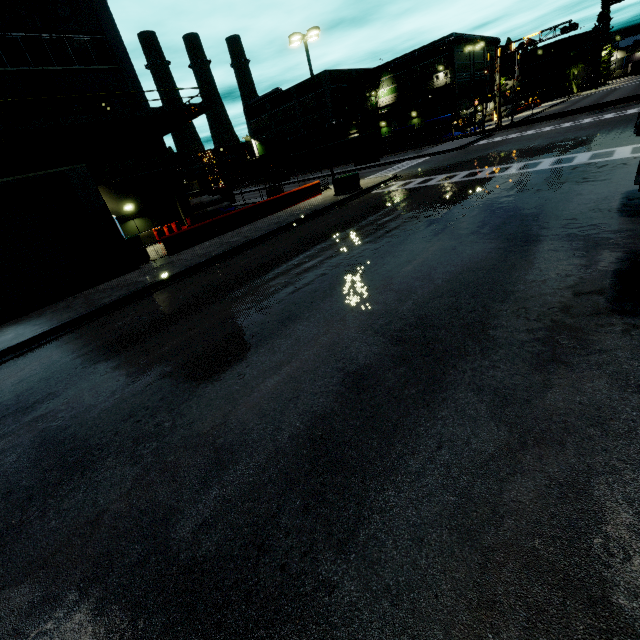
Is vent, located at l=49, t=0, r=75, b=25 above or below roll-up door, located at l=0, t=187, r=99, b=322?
above

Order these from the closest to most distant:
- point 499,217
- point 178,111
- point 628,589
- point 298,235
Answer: point 628,589, point 499,217, point 298,235, point 178,111

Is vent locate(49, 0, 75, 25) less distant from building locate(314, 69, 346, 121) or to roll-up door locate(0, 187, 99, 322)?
building locate(314, 69, 346, 121)

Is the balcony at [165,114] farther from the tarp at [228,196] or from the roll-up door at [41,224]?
the roll-up door at [41,224]

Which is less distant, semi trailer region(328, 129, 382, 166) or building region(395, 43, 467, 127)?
semi trailer region(328, 129, 382, 166)

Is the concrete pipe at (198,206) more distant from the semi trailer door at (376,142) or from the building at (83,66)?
the semi trailer door at (376,142)

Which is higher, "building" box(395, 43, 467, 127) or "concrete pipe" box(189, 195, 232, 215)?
"building" box(395, 43, 467, 127)

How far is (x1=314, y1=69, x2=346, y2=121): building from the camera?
57.0 meters
